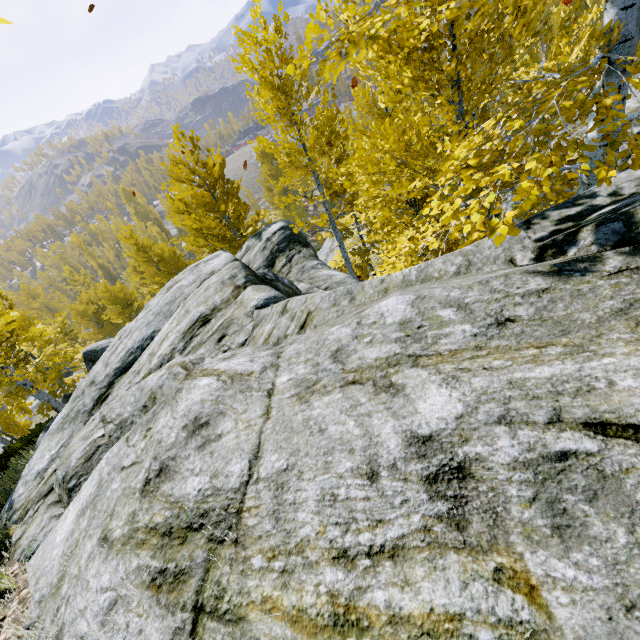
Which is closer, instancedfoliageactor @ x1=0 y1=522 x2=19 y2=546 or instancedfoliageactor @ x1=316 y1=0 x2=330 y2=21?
instancedfoliageactor @ x1=316 y1=0 x2=330 y2=21

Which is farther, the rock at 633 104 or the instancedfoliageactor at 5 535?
the rock at 633 104

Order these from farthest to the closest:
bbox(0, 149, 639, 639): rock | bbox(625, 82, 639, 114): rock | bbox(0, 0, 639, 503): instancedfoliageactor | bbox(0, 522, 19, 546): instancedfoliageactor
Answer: bbox(625, 82, 639, 114): rock → bbox(0, 522, 19, 546): instancedfoliageactor → bbox(0, 0, 639, 503): instancedfoliageactor → bbox(0, 149, 639, 639): rock

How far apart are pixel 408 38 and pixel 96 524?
4.87m

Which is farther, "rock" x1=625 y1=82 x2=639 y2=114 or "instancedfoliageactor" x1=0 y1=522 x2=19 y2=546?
"rock" x1=625 y1=82 x2=639 y2=114

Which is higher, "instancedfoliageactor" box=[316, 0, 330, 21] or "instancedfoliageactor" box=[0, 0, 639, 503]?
"instancedfoliageactor" box=[316, 0, 330, 21]

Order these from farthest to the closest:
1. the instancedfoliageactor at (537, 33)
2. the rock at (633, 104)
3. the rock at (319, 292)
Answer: the rock at (633, 104) < the instancedfoliageactor at (537, 33) < the rock at (319, 292)
